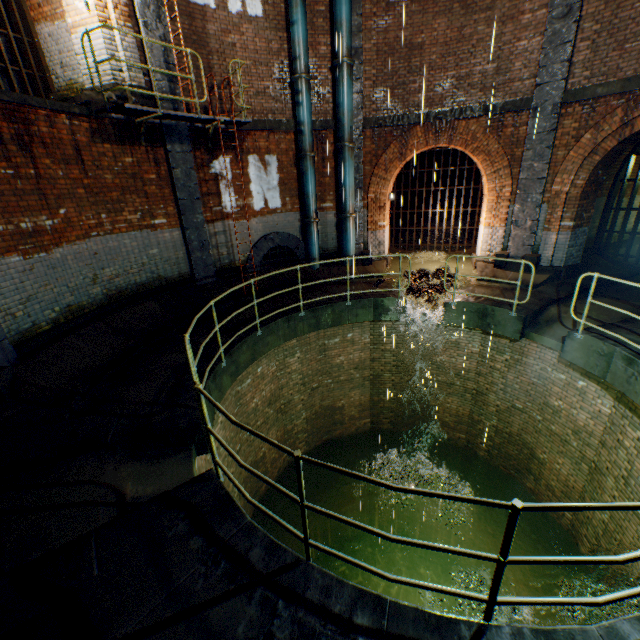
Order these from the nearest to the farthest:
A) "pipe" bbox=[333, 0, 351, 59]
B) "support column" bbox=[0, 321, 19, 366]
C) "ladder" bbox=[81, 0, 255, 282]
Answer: "support column" bbox=[0, 321, 19, 366] → "ladder" bbox=[81, 0, 255, 282] → "pipe" bbox=[333, 0, 351, 59]

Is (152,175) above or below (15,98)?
below

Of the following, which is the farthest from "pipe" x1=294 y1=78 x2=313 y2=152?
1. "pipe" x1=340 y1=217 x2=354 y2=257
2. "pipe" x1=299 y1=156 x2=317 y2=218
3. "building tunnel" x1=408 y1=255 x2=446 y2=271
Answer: "building tunnel" x1=408 y1=255 x2=446 y2=271

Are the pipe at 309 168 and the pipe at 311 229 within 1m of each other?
yes

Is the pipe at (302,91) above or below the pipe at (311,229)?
above

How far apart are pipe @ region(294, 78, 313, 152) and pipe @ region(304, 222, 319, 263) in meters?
2.1

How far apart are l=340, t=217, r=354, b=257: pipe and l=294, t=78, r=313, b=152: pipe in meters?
2.2

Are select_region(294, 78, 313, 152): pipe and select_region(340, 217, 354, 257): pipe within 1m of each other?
no
